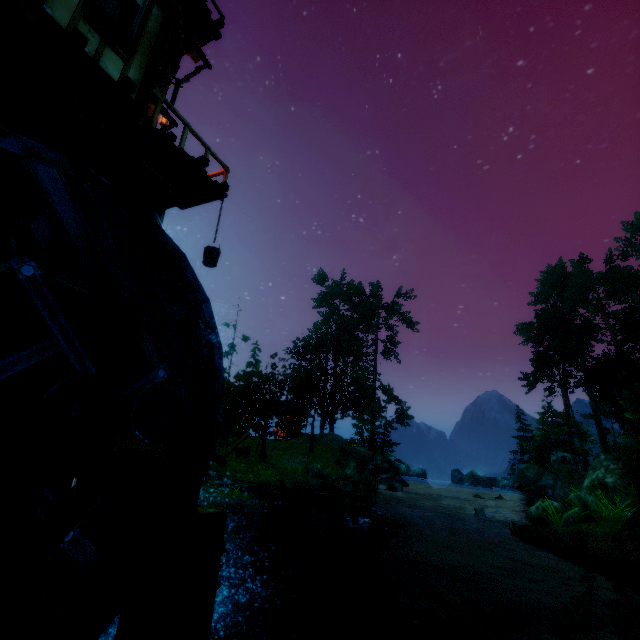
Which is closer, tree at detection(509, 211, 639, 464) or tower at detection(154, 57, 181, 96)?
tower at detection(154, 57, 181, 96)

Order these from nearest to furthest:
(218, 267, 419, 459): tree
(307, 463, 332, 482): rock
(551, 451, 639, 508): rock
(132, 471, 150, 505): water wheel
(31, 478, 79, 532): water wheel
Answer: (31, 478, 79, 532): water wheel, (132, 471, 150, 505): water wheel, (551, 451, 639, 508): rock, (307, 463, 332, 482): rock, (218, 267, 419, 459): tree

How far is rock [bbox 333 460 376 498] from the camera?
18.36m

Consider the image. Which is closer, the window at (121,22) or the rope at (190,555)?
the rope at (190,555)

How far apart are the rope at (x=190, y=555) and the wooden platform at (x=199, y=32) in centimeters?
1403cm

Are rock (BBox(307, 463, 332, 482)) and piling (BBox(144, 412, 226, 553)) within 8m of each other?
no

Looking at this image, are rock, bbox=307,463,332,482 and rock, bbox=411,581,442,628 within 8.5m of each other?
no

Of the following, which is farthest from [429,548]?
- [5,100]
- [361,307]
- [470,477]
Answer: [361,307]
